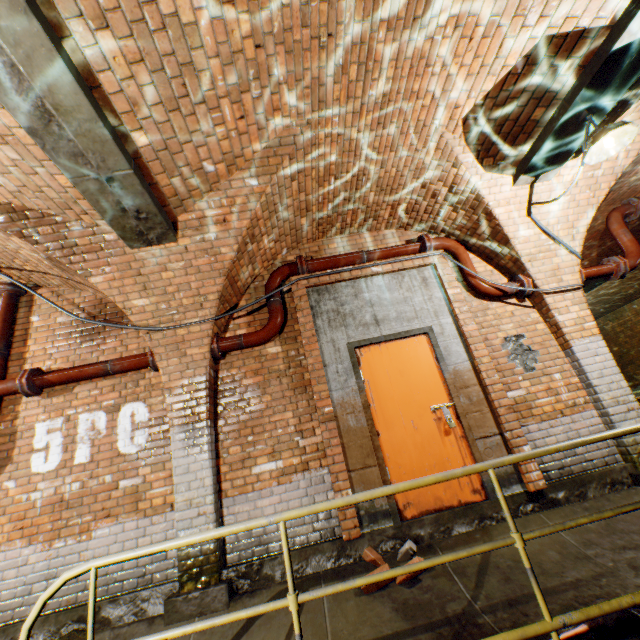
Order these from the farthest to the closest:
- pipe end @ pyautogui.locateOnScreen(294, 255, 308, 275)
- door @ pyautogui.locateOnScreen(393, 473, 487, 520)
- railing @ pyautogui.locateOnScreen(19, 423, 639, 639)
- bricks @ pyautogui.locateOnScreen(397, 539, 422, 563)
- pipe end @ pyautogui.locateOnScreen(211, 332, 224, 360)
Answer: pipe end @ pyautogui.locateOnScreen(294, 255, 308, 275) → pipe end @ pyautogui.locateOnScreen(211, 332, 224, 360) → door @ pyautogui.locateOnScreen(393, 473, 487, 520) → bricks @ pyautogui.locateOnScreen(397, 539, 422, 563) → railing @ pyautogui.locateOnScreen(19, 423, 639, 639)

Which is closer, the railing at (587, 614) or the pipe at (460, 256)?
the railing at (587, 614)

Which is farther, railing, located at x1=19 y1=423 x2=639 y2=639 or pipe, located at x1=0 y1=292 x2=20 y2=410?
pipe, located at x1=0 y1=292 x2=20 y2=410

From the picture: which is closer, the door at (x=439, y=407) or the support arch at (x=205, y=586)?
the support arch at (x=205, y=586)

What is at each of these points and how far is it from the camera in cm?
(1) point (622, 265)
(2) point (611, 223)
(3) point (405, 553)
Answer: (1) pipe end, 481
(2) pipe, 529
(3) bricks, 333

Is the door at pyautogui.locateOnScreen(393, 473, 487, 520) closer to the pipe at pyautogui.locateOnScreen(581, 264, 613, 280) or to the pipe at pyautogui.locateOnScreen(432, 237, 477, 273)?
the pipe at pyautogui.locateOnScreen(432, 237, 477, 273)

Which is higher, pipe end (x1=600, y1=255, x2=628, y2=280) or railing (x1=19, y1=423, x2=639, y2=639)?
pipe end (x1=600, y1=255, x2=628, y2=280)

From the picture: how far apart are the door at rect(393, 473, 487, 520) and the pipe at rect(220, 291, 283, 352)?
1.1m
